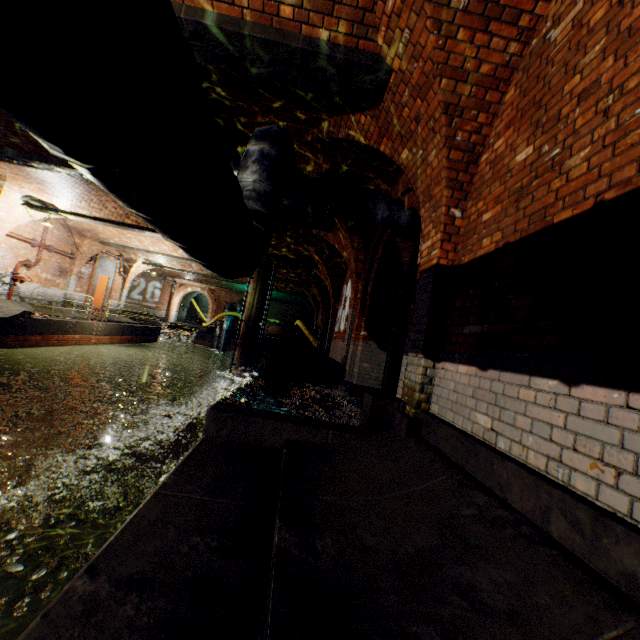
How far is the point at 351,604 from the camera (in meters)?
1.38

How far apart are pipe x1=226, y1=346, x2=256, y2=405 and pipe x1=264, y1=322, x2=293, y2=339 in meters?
5.4

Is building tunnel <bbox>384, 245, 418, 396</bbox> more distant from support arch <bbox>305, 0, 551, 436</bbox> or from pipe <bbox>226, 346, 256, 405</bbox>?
pipe <bbox>226, 346, 256, 405</bbox>

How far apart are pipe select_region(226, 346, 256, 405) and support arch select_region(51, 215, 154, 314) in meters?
9.1 m

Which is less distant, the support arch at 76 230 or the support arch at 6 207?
the support arch at 6 207

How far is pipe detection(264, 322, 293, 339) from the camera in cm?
2197

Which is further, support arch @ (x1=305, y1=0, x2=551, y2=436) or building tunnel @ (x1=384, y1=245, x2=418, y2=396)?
building tunnel @ (x1=384, y1=245, x2=418, y2=396)

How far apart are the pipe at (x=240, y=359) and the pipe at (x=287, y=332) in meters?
5.4 m
